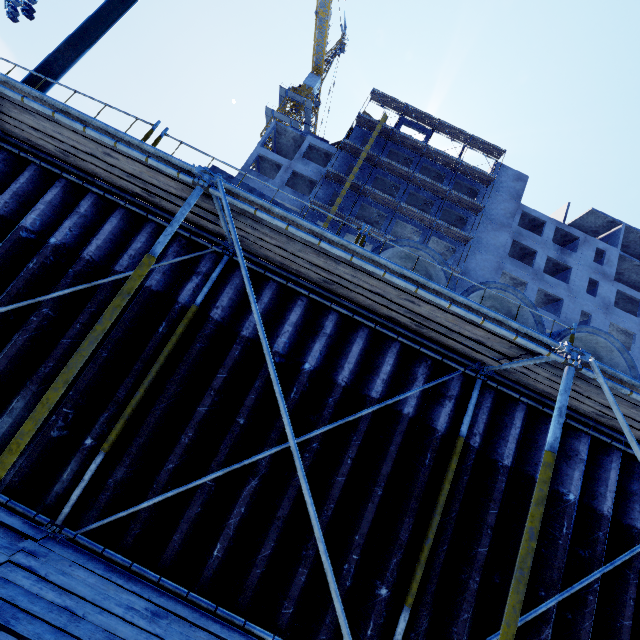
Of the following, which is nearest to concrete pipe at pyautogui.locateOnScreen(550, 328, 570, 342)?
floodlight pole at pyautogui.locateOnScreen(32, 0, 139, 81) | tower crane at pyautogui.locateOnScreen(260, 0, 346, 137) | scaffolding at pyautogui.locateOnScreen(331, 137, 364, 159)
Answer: floodlight pole at pyautogui.locateOnScreen(32, 0, 139, 81)

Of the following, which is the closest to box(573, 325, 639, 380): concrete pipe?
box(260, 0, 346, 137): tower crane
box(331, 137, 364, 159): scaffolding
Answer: box(331, 137, 364, 159): scaffolding

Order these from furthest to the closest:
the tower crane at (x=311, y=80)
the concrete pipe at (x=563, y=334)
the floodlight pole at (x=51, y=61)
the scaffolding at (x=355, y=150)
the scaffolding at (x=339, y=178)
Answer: the tower crane at (x=311, y=80)
the scaffolding at (x=355, y=150)
the scaffolding at (x=339, y=178)
the floodlight pole at (x=51, y=61)
the concrete pipe at (x=563, y=334)

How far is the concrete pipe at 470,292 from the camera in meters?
5.6

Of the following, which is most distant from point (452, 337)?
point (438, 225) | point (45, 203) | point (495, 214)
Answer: point (495, 214)

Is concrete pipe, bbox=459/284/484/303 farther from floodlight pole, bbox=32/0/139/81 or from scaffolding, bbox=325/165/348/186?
scaffolding, bbox=325/165/348/186

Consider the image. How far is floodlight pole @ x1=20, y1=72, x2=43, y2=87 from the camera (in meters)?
5.98

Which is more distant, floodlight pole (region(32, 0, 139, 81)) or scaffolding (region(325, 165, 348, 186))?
scaffolding (region(325, 165, 348, 186))
